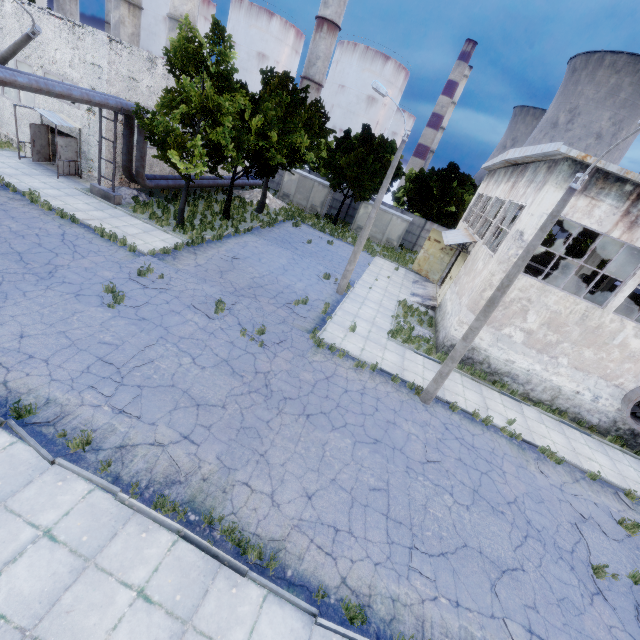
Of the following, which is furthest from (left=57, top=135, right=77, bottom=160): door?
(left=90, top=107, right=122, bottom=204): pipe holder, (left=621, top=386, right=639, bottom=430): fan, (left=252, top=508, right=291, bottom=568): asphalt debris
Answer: (left=621, top=386, right=639, bottom=430): fan

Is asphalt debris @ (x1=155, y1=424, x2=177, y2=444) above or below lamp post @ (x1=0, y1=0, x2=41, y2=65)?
below

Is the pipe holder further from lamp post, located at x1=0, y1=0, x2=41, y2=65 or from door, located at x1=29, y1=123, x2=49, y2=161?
door, located at x1=29, y1=123, x2=49, y2=161

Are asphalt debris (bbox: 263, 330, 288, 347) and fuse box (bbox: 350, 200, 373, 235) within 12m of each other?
no

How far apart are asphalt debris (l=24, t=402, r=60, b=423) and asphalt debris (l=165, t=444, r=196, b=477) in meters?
2.1

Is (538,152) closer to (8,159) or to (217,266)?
(217,266)

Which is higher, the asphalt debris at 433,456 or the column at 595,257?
the column at 595,257

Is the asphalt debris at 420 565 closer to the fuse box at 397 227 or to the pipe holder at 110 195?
the pipe holder at 110 195
